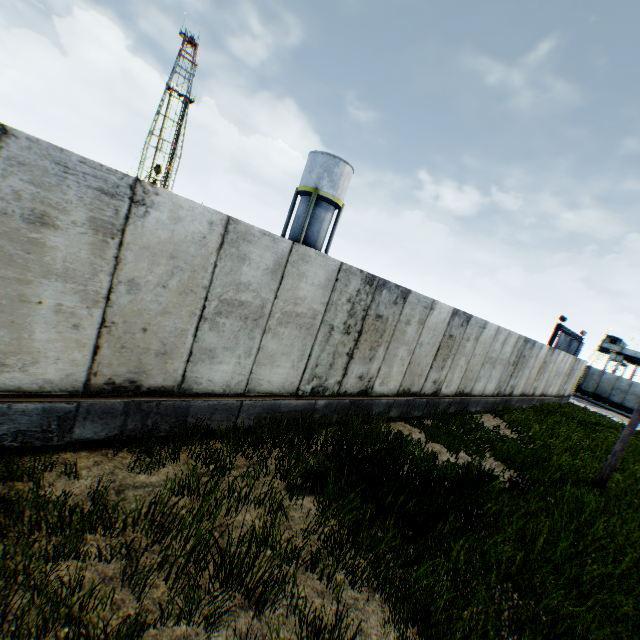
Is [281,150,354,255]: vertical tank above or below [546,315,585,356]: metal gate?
above

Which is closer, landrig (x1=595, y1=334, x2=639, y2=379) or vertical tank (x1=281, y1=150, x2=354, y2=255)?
vertical tank (x1=281, y1=150, x2=354, y2=255)

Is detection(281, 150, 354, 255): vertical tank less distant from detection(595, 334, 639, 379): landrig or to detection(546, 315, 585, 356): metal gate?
detection(546, 315, 585, 356): metal gate

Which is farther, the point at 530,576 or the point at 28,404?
the point at 530,576

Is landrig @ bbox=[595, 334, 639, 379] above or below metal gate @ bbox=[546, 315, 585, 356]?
above

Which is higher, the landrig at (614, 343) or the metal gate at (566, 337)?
the landrig at (614, 343)

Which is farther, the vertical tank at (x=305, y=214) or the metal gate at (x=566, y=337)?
the metal gate at (x=566, y=337)
